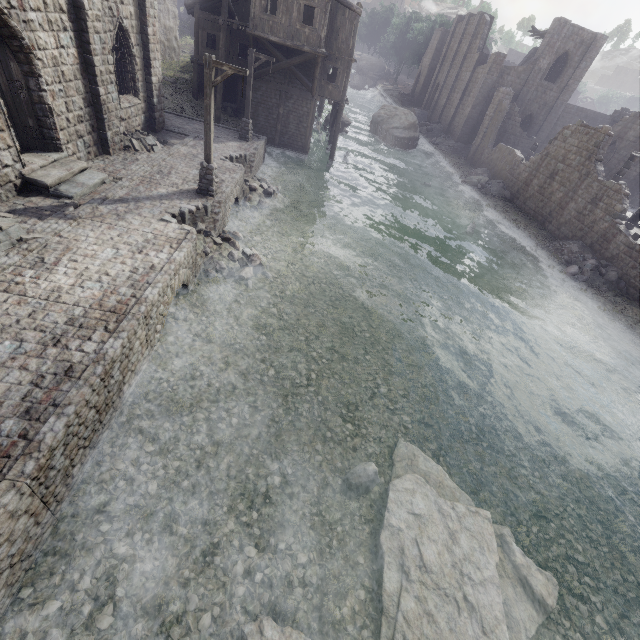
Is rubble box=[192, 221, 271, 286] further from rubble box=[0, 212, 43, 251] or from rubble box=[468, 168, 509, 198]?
rubble box=[468, 168, 509, 198]

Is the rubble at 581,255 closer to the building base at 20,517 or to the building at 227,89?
the building at 227,89

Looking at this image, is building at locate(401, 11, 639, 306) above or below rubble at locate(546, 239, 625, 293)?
above

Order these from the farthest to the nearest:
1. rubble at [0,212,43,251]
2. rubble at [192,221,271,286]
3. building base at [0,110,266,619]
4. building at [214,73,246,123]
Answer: building at [214,73,246,123] → rubble at [192,221,271,286] → rubble at [0,212,43,251] → building base at [0,110,266,619]

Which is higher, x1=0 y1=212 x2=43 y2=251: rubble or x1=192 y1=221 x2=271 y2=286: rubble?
x1=0 y1=212 x2=43 y2=251: rubble

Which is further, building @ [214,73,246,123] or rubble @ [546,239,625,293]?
building @ [214,73,246,123]

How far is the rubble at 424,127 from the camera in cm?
4000

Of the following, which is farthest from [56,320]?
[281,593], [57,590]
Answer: [281,593]
